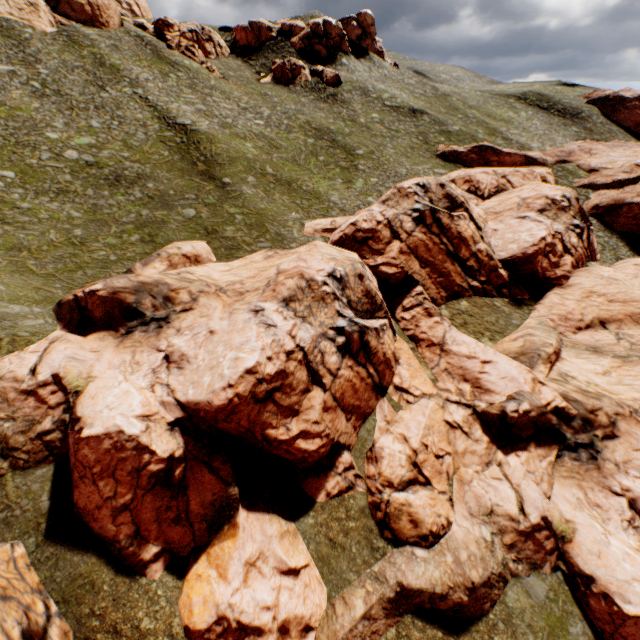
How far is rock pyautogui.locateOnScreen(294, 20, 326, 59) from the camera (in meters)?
59.38

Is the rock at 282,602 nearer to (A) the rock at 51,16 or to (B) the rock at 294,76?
(B) the rock at 294,76

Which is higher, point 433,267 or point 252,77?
point 252,77

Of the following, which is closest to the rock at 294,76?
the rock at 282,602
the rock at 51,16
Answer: the rock at 51,16

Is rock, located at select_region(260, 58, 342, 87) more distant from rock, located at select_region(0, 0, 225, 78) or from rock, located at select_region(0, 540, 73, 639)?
rock, located at select_region(0, 540, 73, 639)

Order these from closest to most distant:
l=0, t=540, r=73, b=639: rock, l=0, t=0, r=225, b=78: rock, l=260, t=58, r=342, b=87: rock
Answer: l=0, t=540, r=73, b=639: rock → l=0, t=0, r=225, b=78: rock → l=260, t=58, r=342, b=87: rock

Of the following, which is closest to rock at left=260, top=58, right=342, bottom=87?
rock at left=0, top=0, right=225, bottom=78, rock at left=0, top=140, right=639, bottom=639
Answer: rock at left=0, top=0, right=225, bottom=78
